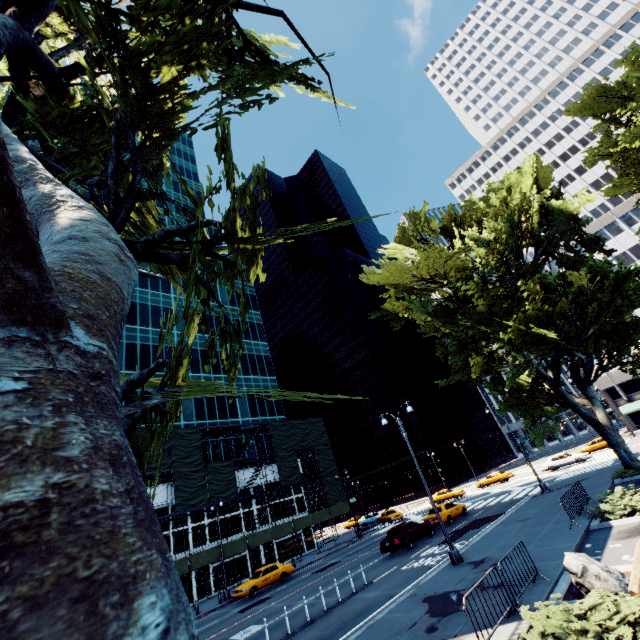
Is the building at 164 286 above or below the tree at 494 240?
above

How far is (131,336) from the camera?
41.31m

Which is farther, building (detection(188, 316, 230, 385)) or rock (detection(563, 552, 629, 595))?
building (detection(188, 316, 230, 385))

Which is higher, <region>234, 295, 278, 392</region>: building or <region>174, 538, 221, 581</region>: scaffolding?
<region>234, 295, 278, 392</region>: building

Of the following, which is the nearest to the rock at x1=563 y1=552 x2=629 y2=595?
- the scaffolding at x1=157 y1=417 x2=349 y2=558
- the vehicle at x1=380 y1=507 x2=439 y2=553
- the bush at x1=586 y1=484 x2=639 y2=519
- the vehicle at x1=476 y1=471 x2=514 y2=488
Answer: the bush at x1=586 y1=484 x2=639 y2=519

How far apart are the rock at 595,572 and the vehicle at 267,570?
24.3m

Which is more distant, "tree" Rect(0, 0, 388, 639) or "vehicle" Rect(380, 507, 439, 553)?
"vehicle" Rect(380, 507, 439, 553)

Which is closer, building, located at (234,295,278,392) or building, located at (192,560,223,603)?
building, located at (192,560,223,603)
